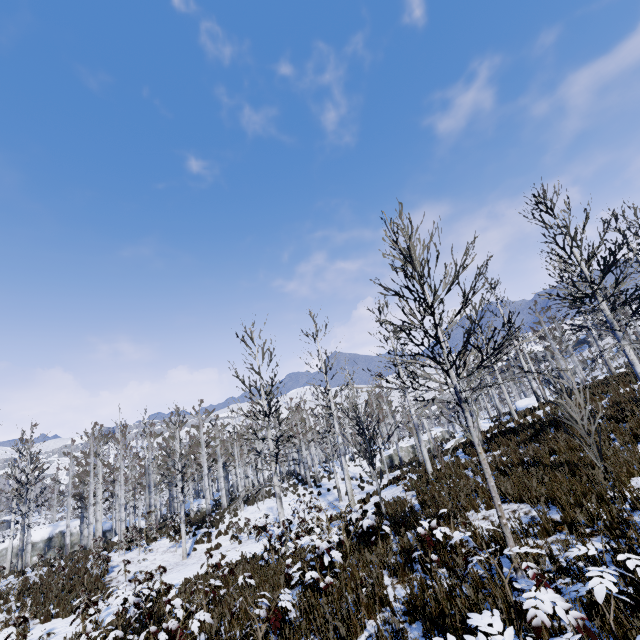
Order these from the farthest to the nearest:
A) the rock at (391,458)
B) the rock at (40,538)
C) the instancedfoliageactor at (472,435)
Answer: the rock at (391,458), the rock at (40,538), the instancedfoliageactor at (472,435)

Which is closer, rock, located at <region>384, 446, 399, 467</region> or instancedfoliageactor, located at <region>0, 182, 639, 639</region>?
instancedfoliageactor, located at <region>0, 182, 639, 639</region>

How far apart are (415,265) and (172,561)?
20.3 meters

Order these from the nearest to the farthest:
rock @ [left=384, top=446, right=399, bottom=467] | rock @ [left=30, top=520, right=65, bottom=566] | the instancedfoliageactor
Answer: the instancedfoliageactor < rock @ [left=30, top=520, right=65, bottom=566] < rock @ [left=384, top=446, right=399, bottom=467]

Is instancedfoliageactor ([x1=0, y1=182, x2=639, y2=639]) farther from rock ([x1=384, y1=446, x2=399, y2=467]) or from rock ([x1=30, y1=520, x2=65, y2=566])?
rock ([x1=30, y1=520, x2=65, y2=566])

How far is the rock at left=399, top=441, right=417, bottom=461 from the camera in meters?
36.3

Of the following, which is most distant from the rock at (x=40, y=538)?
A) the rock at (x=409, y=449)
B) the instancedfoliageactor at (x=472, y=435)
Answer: the rock at (x=409, y=449)

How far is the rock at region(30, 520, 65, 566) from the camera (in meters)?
31.62
